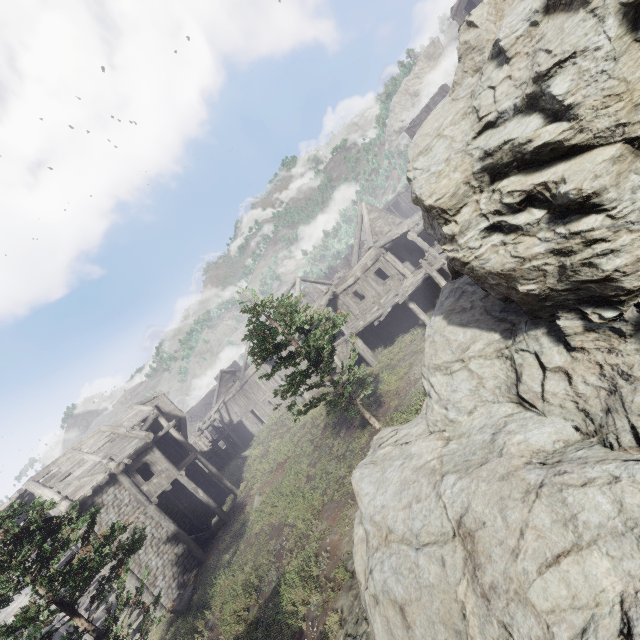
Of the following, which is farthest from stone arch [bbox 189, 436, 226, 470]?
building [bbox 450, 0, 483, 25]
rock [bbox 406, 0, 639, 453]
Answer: rock [bbox 406, 0, 639, 453]

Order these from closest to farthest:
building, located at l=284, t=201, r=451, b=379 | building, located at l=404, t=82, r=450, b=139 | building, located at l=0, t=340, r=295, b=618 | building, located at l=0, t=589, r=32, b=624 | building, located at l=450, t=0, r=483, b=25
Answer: building, located at l=0, t=340, r=295, b=618
building, located at l=284, t=201, r=451, b=379
building, located at l=450, t=0, r=483, b=25
building, located at l=0, t=589, r=32, b=624
building, located at l=404, t=82, r=450, b=139

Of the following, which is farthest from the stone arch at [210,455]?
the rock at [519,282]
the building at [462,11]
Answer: the rock at [519,282]

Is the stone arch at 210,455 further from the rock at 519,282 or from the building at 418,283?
the rock at 519,282

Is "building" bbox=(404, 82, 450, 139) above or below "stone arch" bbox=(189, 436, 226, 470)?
above

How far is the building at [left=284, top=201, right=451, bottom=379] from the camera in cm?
1906

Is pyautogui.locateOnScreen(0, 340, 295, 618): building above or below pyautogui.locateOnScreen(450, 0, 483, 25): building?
below

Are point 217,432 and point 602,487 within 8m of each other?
no
